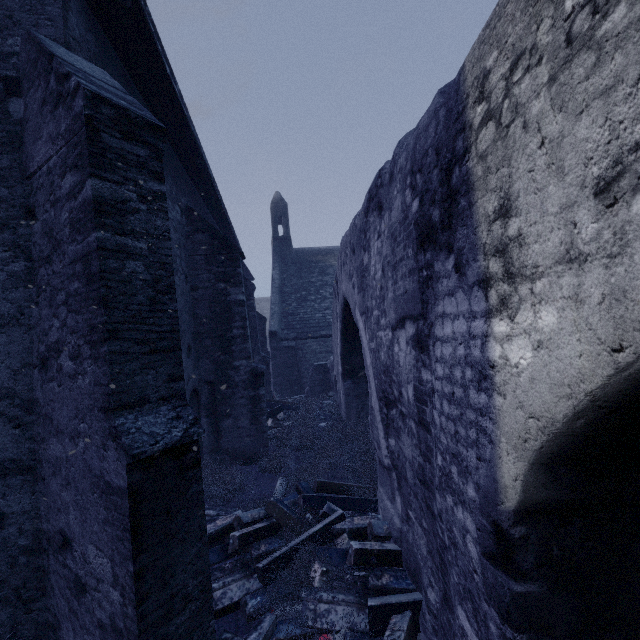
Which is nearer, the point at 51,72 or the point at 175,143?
the point at 51,72

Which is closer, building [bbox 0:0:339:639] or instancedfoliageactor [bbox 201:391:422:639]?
building [bbox 0:0:339:639]

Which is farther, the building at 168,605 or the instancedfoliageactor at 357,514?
the instancedfoliageactor at 357,514

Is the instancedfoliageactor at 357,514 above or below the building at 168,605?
below

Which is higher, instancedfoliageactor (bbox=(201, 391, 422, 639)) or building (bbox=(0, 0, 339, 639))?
building (bbox=(0, 0, 339, 639))
